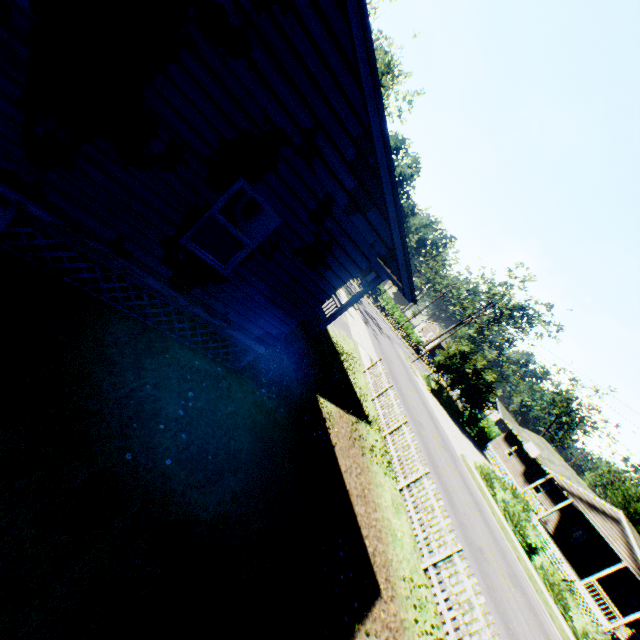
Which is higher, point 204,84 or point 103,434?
point 204,84

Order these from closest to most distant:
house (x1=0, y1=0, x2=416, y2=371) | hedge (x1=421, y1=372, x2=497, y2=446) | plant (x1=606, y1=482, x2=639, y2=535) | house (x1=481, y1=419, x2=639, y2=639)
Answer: house (x1=0, y1=0, x2=416, y2=371) < house (x1=481, y1=419, x2=639, y2=639) < plant (x1=606, y1=482, x2=639, y2=535) < hedge (x1=421, y1=372, x2=497, y2=446)

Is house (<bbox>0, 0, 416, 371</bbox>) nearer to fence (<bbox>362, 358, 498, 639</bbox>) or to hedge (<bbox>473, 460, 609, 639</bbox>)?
fence (<bbox>362, 358, 498, 639</bbox>)

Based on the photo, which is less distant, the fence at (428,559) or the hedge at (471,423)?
the fence at (428,559)

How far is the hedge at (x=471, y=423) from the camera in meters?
37.8

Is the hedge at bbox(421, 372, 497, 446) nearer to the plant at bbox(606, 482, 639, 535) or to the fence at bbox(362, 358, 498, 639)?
the plant at bbox(606, 482, 639, 535)

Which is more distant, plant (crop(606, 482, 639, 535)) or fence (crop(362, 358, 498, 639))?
plant (crop(606, 482, 639, 535))

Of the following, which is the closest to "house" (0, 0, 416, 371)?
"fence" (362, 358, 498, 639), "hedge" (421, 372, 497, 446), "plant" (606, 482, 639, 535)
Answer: "plant" (606, 482, 639, 535)
